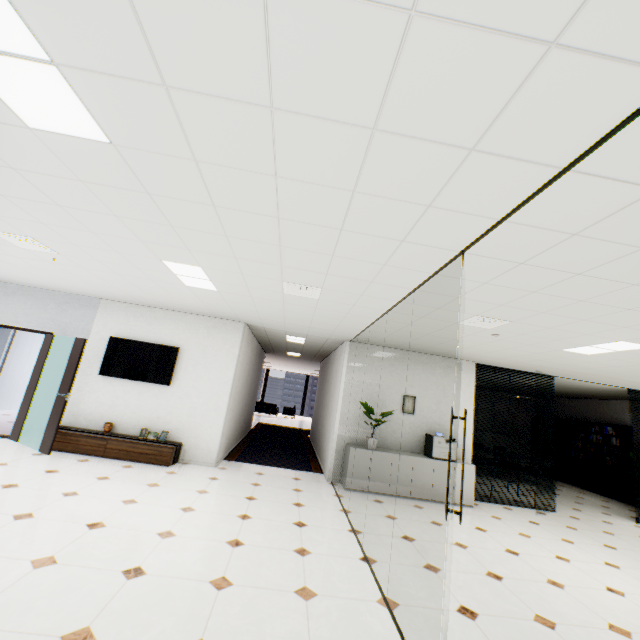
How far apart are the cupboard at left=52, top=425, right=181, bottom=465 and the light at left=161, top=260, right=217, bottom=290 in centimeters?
323cm

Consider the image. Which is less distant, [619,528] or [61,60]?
[61,60]

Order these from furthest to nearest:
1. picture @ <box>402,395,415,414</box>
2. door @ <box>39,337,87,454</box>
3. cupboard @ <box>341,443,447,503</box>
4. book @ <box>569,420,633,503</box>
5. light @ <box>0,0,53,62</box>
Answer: book @ <box>569,420,633,503</box> < picture @ <box>402,395,415,414</box> < cupboard @ <box>341,443,447,503</box> < door @ <box>39,337,87,454</box> < light @ <box>0,0,53,62</box>

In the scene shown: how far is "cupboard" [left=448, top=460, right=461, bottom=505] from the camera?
6.4m

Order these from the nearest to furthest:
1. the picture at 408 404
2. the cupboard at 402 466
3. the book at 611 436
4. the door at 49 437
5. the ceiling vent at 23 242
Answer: the ceiling vent at 23 242 < the door at 49 437 < the cupboard at 402 466 < the picture at 408 404 < the book at 611 436

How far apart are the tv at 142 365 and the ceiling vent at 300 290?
3.5m

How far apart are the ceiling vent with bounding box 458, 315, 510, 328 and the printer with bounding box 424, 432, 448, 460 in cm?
303

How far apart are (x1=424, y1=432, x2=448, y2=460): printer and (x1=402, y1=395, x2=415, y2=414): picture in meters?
0.5
